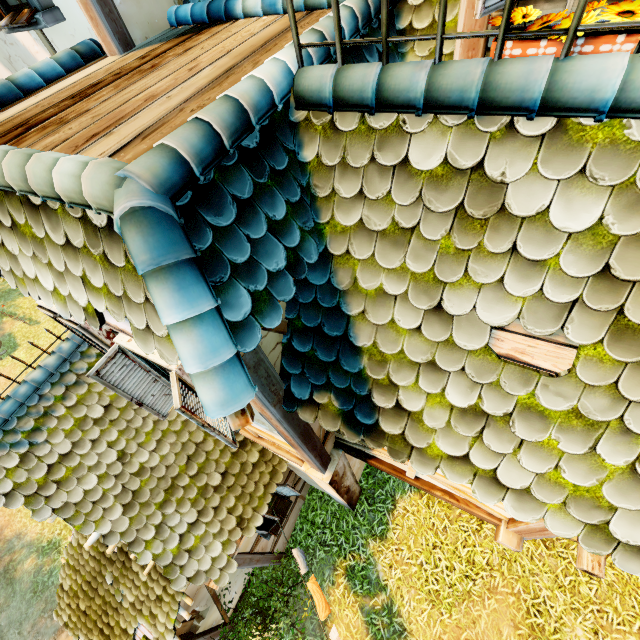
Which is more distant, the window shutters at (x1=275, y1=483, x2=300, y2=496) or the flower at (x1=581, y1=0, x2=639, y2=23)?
the window shutters at (x1=275, y1=483, x2=300, y2=496)

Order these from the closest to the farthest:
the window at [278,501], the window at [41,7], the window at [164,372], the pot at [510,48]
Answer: the pot at [510,48]
the window at [164,372]
the window at [41,7]
the window at [278,501]

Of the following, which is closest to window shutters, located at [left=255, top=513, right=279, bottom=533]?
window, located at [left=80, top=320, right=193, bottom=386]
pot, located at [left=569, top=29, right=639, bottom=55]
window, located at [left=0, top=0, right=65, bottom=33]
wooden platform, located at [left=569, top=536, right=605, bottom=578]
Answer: window, located at [left=80, top=320, right=193, bottom=386]

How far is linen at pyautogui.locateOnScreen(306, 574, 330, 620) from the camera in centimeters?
597cm

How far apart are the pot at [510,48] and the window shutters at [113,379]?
3.70m

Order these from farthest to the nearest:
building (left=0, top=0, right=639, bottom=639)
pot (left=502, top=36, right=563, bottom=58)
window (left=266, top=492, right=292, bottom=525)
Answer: window (left=266, top=492, right=292, bottom=525)
pot (left=502, top=36, right=563, bottom=58)
building (left=0, top=0, right=639, bottom=639)

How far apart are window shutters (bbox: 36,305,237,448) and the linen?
4.8m

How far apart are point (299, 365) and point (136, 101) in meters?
2.4
